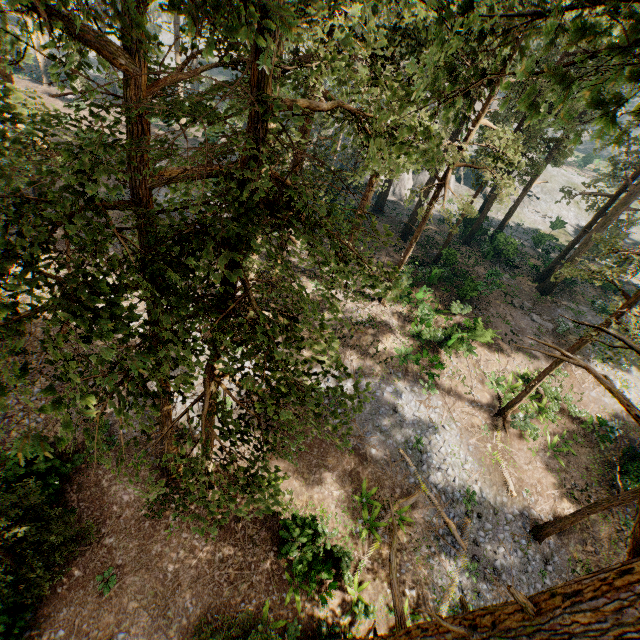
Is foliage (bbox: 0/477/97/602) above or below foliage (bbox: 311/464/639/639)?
below

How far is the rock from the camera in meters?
44.2

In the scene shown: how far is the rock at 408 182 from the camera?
44.2m

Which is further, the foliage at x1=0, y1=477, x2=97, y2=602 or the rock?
the rock

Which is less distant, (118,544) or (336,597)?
(118,544)

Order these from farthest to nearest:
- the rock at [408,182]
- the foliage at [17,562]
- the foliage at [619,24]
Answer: the rock at [408,182] < the foliage at [17,562] < the foliage at [619,24]
